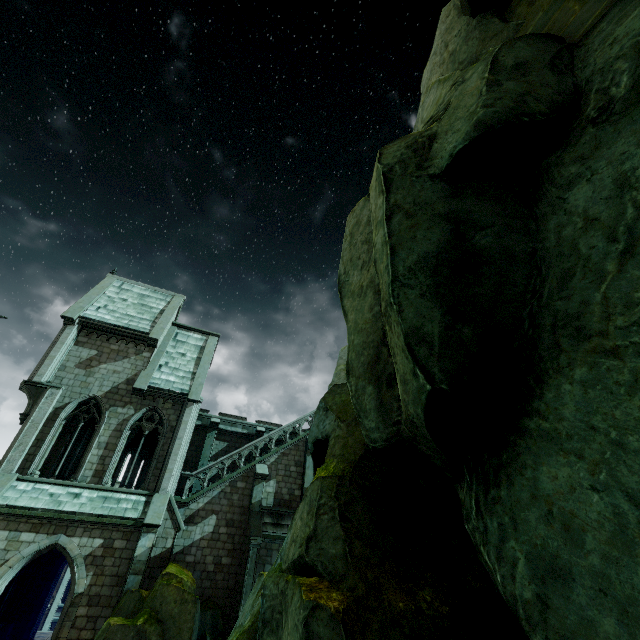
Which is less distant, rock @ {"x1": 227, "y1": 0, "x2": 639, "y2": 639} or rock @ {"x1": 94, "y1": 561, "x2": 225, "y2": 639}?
rock @ {"x1": 227, "y1": 0, "x2": 639, "y2": 639}

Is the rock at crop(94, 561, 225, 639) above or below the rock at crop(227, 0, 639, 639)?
below

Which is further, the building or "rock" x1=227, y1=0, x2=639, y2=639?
the building

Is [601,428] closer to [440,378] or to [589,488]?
[589,488]

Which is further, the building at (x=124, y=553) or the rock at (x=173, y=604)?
the building at (x=124, y=553)

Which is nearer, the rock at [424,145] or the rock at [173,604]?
the rock at [424,145]

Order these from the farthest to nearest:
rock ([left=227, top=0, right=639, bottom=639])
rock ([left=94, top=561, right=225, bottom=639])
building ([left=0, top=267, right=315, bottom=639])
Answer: building ([left=0, top=267, right=315, bottom=639])
rock ([left=94, top=561, right=225, bottom=639])
rock ([left=227, top=0, right=639, bottom=639])
